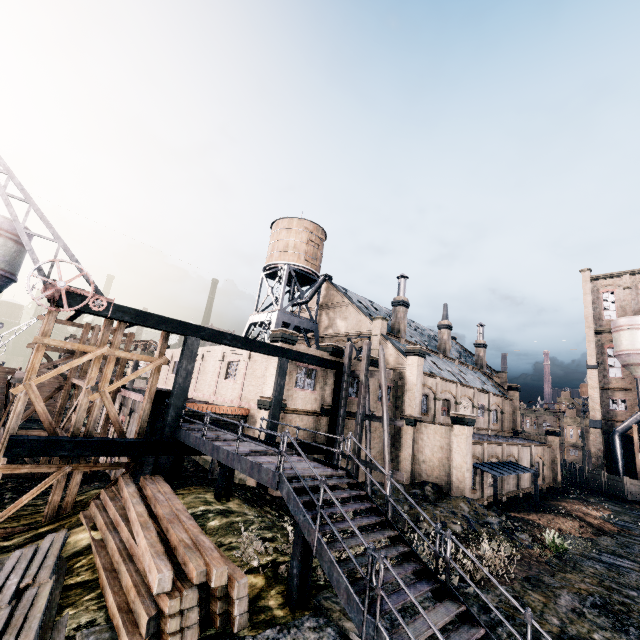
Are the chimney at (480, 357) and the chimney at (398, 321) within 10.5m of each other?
no

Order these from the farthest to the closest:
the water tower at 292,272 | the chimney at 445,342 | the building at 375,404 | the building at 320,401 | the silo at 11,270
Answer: the chimney at 445,342, the water tower at 292,272, the building at 375,404, the silo at 11,270, the building at 320,401

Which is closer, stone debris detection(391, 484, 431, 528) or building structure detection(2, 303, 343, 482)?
building structure detection(2, 303, 343, 482)

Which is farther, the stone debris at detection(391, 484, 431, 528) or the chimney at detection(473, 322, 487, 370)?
the chimney at detection(473, 322, 487, 370)

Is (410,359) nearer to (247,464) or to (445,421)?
(445,421)

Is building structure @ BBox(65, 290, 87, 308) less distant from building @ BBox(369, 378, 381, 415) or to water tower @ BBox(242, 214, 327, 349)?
building @ BBox(369, 378, 381, 415)

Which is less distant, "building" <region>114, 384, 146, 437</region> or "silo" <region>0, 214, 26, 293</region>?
"building" <region>114, 384, 146, 437</region>

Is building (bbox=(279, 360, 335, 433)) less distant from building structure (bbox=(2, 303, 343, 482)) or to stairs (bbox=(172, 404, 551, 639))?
→ building structure (bbox=(2, 303, 343, 482))
